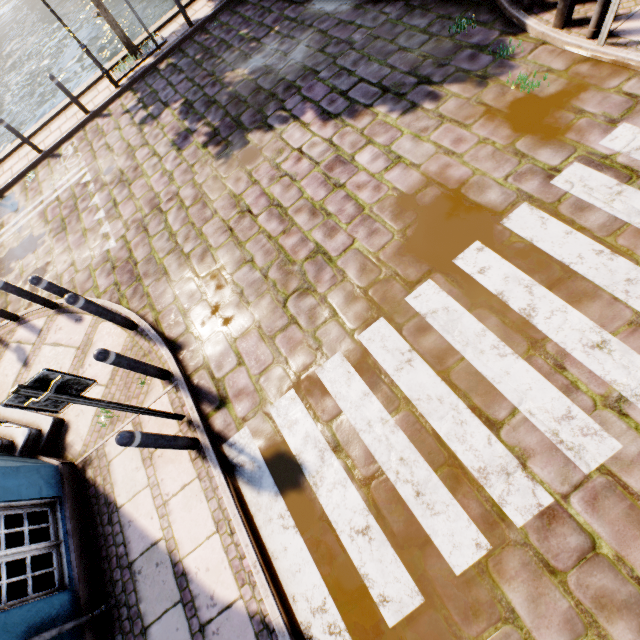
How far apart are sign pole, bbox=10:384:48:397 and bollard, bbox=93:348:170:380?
0.7 meters

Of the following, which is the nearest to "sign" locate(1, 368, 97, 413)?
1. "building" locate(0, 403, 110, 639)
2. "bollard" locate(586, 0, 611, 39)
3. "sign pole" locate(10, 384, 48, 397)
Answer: "sign pole" locate(10, 384, 48, 397)

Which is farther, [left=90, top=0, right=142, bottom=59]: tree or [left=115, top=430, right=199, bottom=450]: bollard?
[left=90, top=0, right=142, bottom=59]: tree

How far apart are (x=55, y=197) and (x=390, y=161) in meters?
8.9 m

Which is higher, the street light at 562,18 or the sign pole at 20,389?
the sign pole at 20,389

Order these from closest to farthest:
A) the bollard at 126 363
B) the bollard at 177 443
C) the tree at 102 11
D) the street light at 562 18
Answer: the bollard at 177 443 → the bollard at 126 363 → the street light at 562 18 → the tree at 102 11

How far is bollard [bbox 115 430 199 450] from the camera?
3.18m

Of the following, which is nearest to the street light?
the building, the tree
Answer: the building
